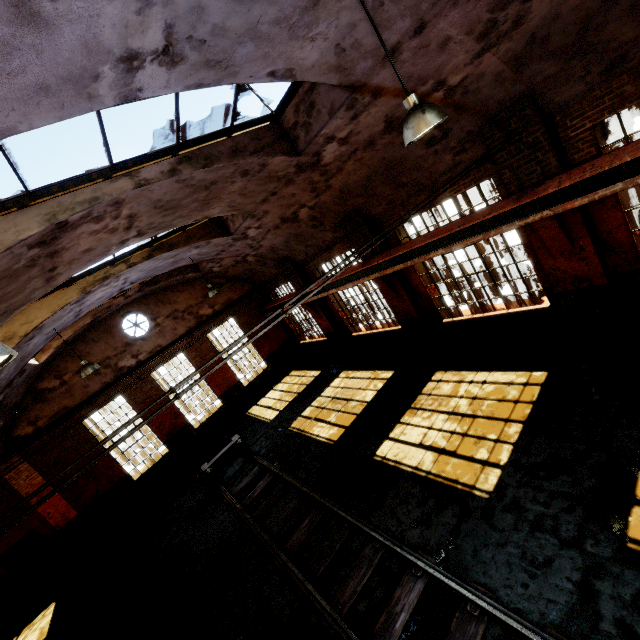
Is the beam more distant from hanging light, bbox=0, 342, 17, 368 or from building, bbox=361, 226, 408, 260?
hanging light, bbox=0, 342, 17, 368

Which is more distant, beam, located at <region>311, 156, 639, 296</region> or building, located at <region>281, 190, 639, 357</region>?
building, located at <region>281, 190, 639, 357</region>

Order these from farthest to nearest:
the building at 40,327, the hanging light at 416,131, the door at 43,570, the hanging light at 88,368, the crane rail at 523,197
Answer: the door at 43,570 → the hanging light at 88,368 → the crane rail at 523,197 → the hanging light at 416,131 → the building at 40,327

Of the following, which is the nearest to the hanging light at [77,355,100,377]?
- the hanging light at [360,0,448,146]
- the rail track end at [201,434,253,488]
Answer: the rail track end at [201,434,253,488]

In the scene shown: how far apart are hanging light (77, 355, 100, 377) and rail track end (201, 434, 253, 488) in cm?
487

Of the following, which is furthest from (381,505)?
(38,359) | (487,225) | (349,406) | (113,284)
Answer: (38,359)

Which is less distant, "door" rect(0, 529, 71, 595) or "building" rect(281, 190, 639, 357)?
"building" rect(281, 190, 639, 357)

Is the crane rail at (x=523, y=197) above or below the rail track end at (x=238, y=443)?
above
